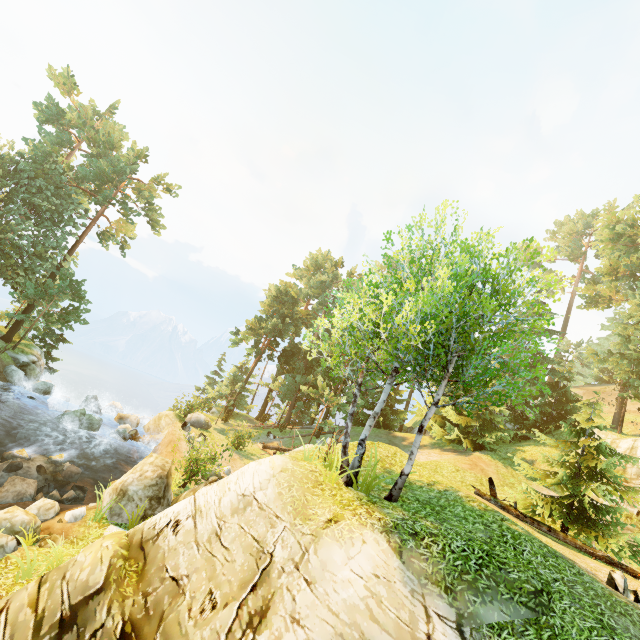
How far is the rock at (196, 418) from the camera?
21.5m

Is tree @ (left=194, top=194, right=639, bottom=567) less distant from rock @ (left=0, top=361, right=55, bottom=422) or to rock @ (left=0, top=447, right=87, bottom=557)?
rock @ (left=0, top=361, right=55, bottom=422)

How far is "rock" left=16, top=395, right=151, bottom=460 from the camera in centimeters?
1939cm

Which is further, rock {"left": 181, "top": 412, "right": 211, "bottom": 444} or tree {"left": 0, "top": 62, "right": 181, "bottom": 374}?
tree {"left": 0, "top": 62, "right": 181, "bottom": 374}

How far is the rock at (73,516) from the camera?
11.4m

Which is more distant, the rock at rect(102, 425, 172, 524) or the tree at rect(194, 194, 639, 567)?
the rock at rect(102, 425, 172, 524)

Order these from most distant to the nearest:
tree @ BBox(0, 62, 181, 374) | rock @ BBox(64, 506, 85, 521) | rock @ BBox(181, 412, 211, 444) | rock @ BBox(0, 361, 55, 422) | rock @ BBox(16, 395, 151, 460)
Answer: tree @ BBox(0, 62, 181, 374), rock @ BBox(181, 412, 211, 444), rock @ BBox(0, 361, 55, 422), rock @ BBox(16, 395, 151, 460), rock @ BBox(64, 506, 85, 521)

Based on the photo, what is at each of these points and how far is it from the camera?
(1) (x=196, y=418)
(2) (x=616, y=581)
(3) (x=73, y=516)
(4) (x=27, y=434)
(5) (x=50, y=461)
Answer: (1) rock, 25.0 meters
(2) rock, 7.8 meters
(3) rock, 11.4 meters
(4) rock, 19.3 meters
(5) rock, 15.2 meters
